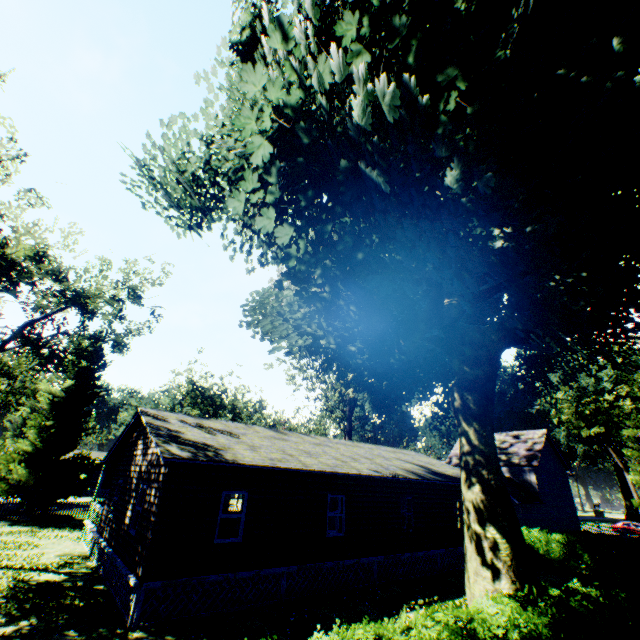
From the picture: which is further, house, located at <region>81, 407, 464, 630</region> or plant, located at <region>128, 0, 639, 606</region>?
house, located at <region>81, 407, 464, 630</region>

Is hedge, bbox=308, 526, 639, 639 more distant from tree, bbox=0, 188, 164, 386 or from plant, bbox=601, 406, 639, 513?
plant, bbox=601, 406, 639, 513

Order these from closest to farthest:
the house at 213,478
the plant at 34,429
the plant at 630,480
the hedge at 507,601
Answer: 1. the hedge at 507,601
2. the house at 213,478
3. the plant at 34,429
4. the plant at 630,480

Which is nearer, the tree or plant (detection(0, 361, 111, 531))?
the tree

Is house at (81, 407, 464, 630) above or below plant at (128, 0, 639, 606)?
below

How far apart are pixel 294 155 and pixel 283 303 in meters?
9.2

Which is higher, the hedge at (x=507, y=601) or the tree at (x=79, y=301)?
the tree at (x=79, y=301)

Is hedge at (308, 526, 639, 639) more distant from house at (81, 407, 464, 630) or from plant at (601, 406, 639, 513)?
plant at (601, 406, 639, 513)
